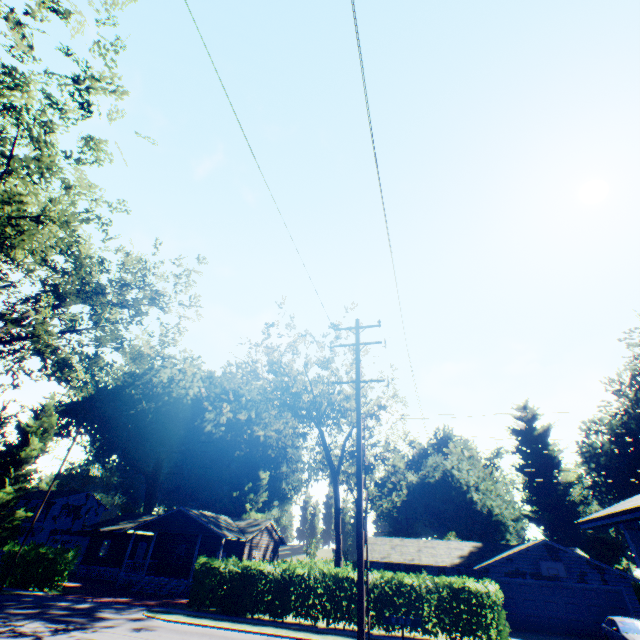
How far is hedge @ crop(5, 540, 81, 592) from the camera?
25.2m

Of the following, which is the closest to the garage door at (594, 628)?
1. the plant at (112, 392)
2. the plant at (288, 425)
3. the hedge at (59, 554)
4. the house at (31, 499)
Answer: the plant at (288, 425)

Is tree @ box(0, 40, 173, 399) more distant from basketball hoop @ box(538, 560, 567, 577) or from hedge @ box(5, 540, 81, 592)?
basketball hoop @ box(538, 560, 567, 577)

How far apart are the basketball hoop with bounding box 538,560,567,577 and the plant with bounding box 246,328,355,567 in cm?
1680

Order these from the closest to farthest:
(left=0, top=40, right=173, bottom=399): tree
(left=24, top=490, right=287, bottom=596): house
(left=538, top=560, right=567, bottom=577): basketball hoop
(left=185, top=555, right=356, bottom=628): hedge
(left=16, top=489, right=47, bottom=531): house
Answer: (left=0, top=40, right=173, bottom=399): tree, (left=185, top=555, right=356, bottom=628): hedge, (left=538, top=560, right=567, bottom=577): basketball hoop, (left=24, top=490, right=287, bottom=596): house, (left=16, top=489, right=47, bottom=531): house

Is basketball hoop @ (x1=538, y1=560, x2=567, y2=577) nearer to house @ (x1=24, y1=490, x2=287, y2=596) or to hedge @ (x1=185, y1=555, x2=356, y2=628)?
hedge @ (x1=185, y1=555, x2=356, y2=628)

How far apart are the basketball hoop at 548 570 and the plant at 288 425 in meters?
16.8

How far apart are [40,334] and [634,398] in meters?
62.7 m
